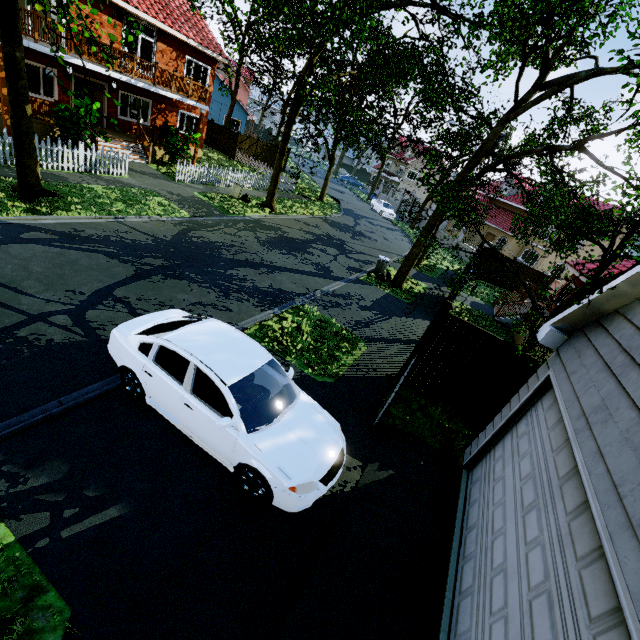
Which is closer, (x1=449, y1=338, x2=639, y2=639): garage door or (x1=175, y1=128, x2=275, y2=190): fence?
(x1=449, y1=338, x2=639, y2=639): garage door

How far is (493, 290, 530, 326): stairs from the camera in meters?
16.5

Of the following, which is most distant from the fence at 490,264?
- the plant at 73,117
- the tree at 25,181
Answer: the plant at 73,117

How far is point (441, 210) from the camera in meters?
6.4

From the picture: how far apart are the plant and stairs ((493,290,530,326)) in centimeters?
2104cm

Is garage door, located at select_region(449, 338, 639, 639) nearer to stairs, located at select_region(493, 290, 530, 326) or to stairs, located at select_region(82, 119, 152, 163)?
stairs, located at select_region(493, 290, 530, 326)

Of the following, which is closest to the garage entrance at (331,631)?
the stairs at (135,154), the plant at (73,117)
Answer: the plant at (73,117)

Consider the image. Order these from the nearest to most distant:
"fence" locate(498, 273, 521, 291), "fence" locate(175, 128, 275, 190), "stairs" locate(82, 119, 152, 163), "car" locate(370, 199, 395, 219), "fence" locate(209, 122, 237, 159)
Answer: "stairs" locate(82, 119, 152, 163) → "fence" locate(175, 128, 275, 190) → "fence" locate(498, 273, 521, 291) → "fence" locate(209, 122, 237, 159) → "car" locate(370, 199, 395, 219)
